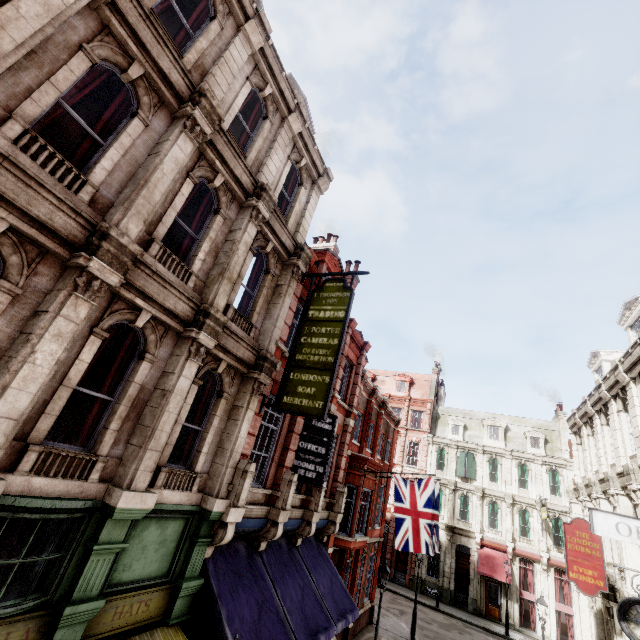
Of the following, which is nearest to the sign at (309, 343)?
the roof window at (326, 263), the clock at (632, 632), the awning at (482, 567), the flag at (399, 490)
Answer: the roof window at (326, 263)

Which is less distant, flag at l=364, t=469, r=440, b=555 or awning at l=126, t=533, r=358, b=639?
awning at l=126, t=533, r=358, b=639

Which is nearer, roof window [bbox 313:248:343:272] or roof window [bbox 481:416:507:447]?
roof window [bbox 313:248:343:272]

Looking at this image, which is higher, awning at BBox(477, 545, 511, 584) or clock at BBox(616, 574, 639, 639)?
clock at BBox(616, 574, 639, 639)

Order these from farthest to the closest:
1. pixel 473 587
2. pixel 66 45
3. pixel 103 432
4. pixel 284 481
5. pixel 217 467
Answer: pixel 473 587, pixel 284 481, pixel 217 467, pixel 103 432, pixel 66 45

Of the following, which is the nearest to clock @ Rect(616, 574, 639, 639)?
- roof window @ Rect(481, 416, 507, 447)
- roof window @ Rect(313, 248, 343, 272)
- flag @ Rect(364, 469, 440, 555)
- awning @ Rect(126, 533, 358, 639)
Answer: flag @ Rect(364, 469, 440, 555)

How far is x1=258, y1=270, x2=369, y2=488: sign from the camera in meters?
8.7 m

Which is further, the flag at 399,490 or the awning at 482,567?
the awning at 482,567
